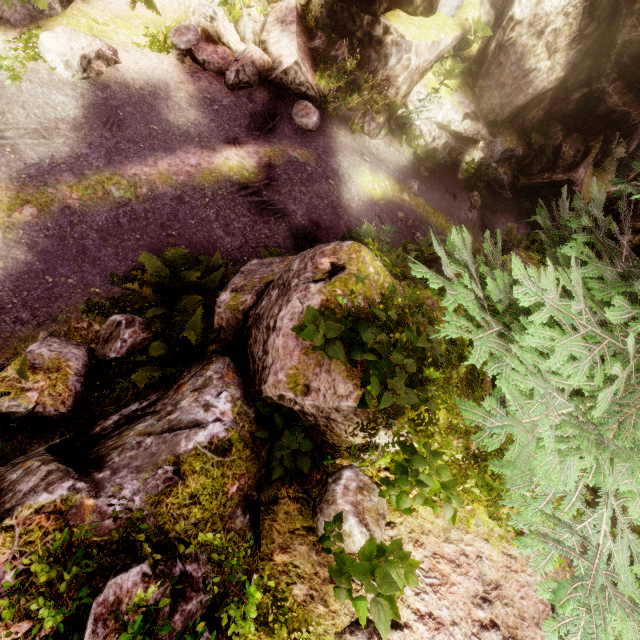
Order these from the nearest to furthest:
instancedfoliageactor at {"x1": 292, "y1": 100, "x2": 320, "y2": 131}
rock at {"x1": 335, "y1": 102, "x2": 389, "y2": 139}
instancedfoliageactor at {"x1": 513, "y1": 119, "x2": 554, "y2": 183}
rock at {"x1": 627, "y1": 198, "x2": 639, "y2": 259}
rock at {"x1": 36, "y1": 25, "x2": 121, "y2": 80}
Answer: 1. rock at {"x1": 627, "y1": 198, "x2": 639, "y2": 259}
2. rock at {"x1": 36, "y1": 25, "x2": 121, "y2": 80}
3. instancedfoliageactor at {"x1": 292, "y1": 100, "x2": 320, "y2": 131}
4. rock at {"x1": 335, "y1": 102, "x2": 389, "y2": 139}
5. instancedfoliageactor at {"x1": 513, "y1": 119, "x2": 554, "y2": 183}

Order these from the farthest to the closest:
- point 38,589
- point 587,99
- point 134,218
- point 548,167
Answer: point 548,167, point 587,99, point 134,218, point 38,589

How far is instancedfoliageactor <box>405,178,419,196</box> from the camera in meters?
12.6 m

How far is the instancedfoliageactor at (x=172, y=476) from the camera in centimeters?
274cm

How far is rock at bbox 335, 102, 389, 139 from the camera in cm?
1125

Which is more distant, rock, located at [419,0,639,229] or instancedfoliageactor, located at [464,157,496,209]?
instancedfoliageactor, located at [464,157,496,209]

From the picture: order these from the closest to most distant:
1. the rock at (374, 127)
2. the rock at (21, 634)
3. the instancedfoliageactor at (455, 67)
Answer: the rock at (21, 634), the rock at (374, 127), the instancedfoliageactor at (455, 67)

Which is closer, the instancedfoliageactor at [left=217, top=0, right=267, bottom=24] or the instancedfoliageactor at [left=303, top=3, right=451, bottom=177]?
the instancedfoliageactor at [left=217, top=0, right=267, bottom=24]
